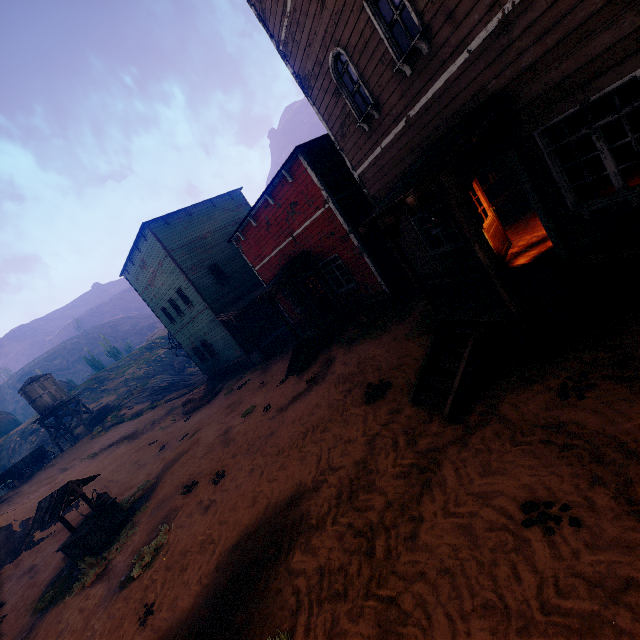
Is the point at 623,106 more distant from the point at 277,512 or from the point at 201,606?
the point at 201,606

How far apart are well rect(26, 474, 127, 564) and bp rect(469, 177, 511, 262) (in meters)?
13.93

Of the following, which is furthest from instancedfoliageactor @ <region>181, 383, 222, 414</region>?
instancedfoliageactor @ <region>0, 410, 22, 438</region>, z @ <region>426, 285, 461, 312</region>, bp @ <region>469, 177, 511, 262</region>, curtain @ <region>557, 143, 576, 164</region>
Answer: bp @ <region>469, 177, 511, 262</region>

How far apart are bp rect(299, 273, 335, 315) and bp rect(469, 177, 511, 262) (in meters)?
9.14

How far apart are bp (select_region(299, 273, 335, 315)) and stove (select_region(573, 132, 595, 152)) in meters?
10.7 m

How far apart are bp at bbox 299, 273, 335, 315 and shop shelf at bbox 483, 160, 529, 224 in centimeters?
759cm

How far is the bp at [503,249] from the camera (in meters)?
7.75

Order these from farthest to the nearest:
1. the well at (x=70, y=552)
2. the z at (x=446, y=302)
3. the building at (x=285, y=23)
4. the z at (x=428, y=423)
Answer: the well at (x=70, y=552), the z at (x=446, y=302), the building at (x=285, y=23), the z at (x=428, y=423)
